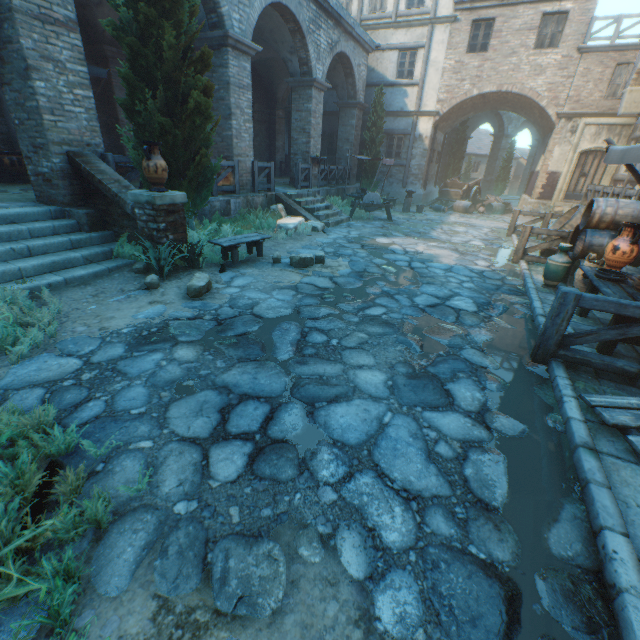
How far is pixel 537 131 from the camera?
20.72m

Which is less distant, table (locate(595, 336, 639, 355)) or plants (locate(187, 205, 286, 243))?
table (locate(595, 336, 639, 355))

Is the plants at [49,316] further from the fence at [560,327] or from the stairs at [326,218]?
the stairs at [326,218]

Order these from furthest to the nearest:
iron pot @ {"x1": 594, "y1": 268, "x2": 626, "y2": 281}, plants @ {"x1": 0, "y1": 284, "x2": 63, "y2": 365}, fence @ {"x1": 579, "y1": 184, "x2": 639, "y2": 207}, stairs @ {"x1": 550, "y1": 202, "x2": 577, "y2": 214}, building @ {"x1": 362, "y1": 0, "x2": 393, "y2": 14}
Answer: building @ {"x1": 362, "y1": 0, "x2": 393, "y2": 14}
stairs @ {"x1": 550, "y1": 202, "x2": 577, "y2": 214}
fence @ {"x1": 579, "y1": 184, "x2": 639, "y2": 207}
iron pot @ {"x1": 594, "y1": 268, "x2": 626, "y2": 281}
plants @ {"x1": 0, "y1": 284, "x2": 63, "y2": 365}

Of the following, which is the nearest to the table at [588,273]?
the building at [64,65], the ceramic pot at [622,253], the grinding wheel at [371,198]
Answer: the ceramic pot at [622,253]

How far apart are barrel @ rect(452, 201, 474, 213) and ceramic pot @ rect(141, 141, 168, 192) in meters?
16.3

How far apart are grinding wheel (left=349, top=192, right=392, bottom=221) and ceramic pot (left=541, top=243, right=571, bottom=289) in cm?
762

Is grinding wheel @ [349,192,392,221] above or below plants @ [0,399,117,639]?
above
